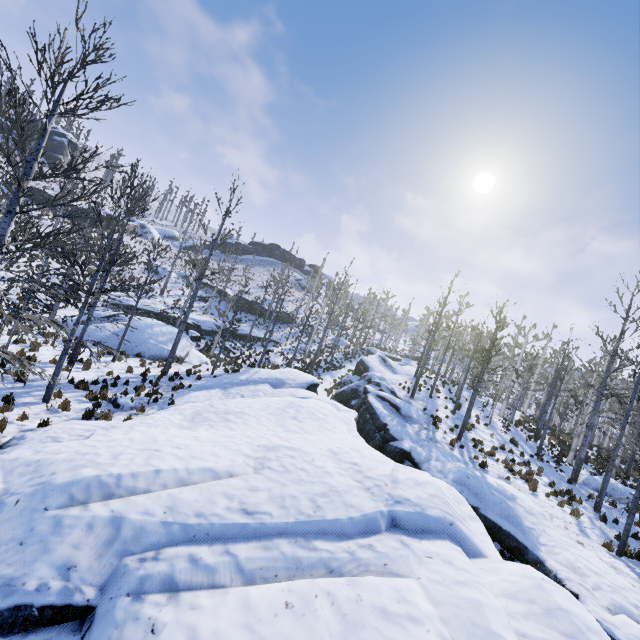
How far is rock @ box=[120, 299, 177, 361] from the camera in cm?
2131

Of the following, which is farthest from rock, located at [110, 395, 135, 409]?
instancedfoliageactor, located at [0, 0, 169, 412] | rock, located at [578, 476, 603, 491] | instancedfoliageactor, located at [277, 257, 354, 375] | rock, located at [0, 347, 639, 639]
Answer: rock, located at [578, 476, 603, 491]

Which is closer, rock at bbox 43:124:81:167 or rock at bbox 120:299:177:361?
rock at bbox 120:299:177:361

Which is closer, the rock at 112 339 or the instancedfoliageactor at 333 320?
the rock at 112 339

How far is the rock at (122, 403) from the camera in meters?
11.8 m

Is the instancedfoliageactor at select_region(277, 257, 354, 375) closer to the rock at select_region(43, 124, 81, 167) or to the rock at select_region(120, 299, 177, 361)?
the rock at select_region(120, 299, 177, 361)

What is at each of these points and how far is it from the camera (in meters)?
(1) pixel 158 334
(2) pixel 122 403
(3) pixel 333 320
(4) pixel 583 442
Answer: (1) rock, 22.95
(2) rock, 11.95
(3) instancedfoliageactor, 50.62
(4) instancedfoliageactor, 16.75

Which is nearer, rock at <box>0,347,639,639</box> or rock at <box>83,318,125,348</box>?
rock at <box>0,347,639,639</box>
